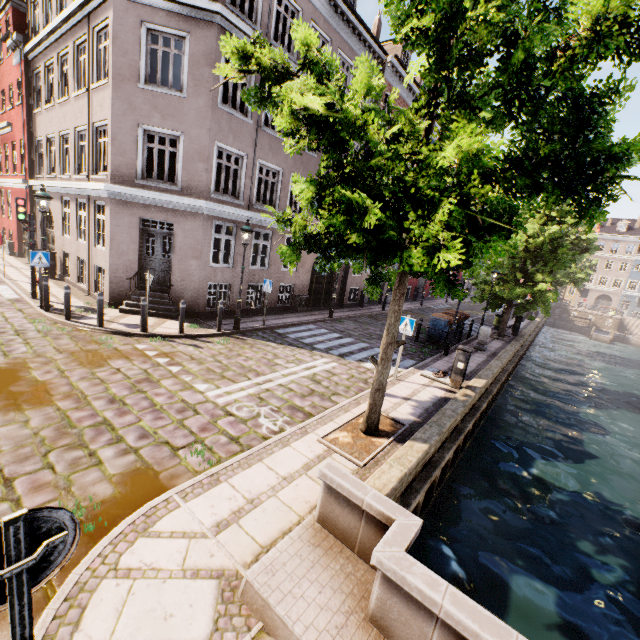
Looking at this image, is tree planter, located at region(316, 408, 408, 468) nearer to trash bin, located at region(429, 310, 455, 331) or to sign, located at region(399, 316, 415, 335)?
sign, located at region(399, 316, 415, 335)

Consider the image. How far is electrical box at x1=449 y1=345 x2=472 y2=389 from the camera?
9.4m

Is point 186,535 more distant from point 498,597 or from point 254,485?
point 498,597

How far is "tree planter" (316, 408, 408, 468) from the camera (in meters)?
5.70

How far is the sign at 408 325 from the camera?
9.1 meters

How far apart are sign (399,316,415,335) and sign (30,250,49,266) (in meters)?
11.42

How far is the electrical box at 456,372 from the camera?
9.4m

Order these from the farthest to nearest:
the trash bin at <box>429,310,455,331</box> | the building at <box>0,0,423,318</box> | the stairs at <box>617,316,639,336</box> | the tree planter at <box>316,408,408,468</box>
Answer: the stairs at <box>617,316,639,336</box>, the trash bin at <box>429,310,455,331</box>, the building at <box>0,0,423,318</box>, the tree planter at <box>316,408,408,468</box>
